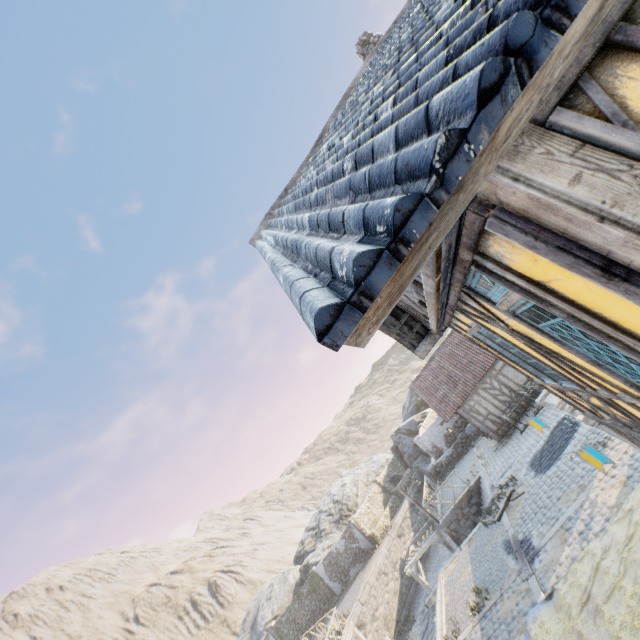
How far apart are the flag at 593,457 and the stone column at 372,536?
29.5 meters

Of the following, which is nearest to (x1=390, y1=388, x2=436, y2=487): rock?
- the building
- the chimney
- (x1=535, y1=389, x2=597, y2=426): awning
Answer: the chimney

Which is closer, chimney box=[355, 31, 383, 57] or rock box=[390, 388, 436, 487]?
chimney box=[355, 31, 383, 57]

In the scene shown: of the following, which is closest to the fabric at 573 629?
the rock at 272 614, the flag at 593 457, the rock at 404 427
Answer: the flag at 593 457

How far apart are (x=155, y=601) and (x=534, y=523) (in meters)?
75.98

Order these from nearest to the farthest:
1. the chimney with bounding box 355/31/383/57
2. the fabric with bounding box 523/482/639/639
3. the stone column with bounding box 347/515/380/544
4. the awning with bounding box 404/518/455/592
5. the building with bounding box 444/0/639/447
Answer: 1. the building with bounding box 444/0/639/447
2. the fabric with bounding box 523/482/639/639
3. the chimney with bounding box 355/31/383/57
4. the awning with bounding box 404/518/455/592
5. the stone column with bounding box 347/515/380/544

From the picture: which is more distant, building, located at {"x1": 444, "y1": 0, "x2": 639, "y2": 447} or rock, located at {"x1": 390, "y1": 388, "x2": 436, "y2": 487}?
rock, located at {"x1": 390, "y1": 388, "x2": 436, "y2": 487}

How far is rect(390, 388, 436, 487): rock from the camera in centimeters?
3284cm
